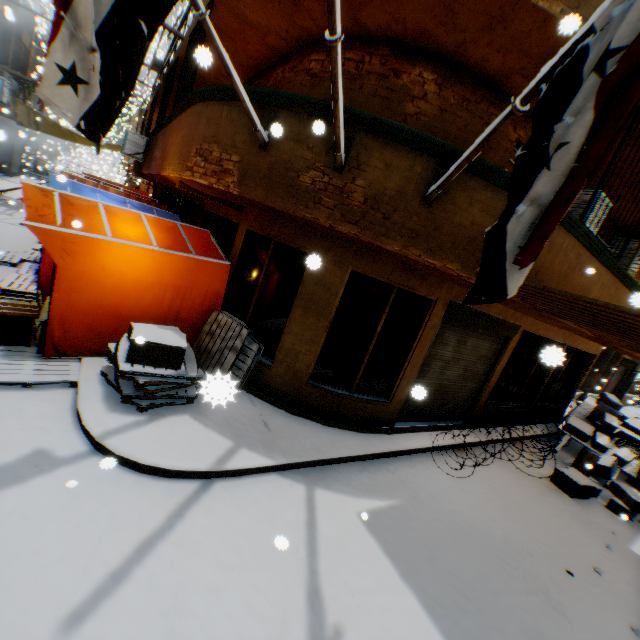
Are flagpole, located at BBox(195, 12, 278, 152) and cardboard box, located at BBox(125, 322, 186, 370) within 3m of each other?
yes

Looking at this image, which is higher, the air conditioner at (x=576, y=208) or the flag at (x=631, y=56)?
the air conditioner at (x=576, y=208)

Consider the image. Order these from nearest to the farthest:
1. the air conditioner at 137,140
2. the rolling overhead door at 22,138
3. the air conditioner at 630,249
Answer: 1. the air conditioner at 630,249
2. the air conditioner at 137,140
3. the rolling overhead door at 22,138

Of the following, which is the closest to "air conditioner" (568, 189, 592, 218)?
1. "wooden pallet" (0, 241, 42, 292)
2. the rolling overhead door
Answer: "wooden pallet" (0, 241, 42, 292)

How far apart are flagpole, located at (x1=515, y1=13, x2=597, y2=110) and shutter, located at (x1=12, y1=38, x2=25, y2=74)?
20.2 meters

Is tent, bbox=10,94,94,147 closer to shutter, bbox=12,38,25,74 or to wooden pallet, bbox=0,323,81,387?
wooden pallet, bbox=0,323,81,387

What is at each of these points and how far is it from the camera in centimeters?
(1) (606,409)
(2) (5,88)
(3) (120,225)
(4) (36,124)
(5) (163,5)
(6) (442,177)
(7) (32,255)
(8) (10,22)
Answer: (1) cardboard box, 1088cm
(2) air conditioner, 1181cm
(3) tent, 570cm
(4) tent, 1509cm
(5) flag, 272cm
(6) flagpole, 358cm
(7) wooden pallet, 958cm
(8) building, 1223cm

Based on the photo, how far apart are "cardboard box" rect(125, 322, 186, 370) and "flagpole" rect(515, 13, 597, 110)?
3.21m
